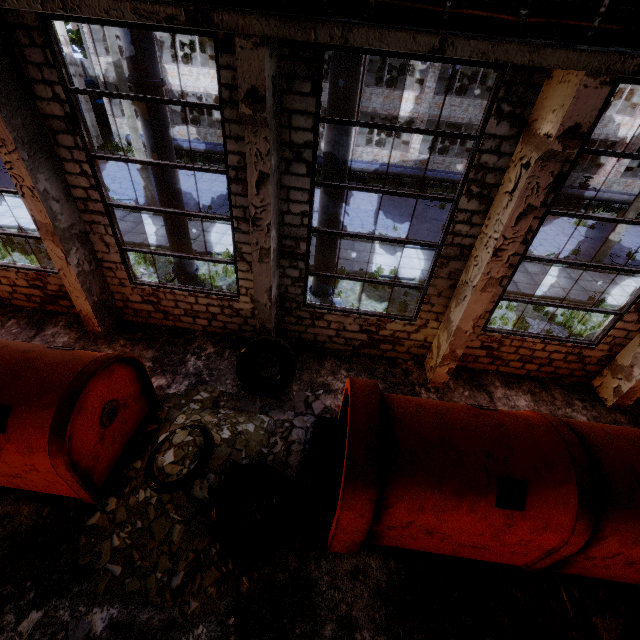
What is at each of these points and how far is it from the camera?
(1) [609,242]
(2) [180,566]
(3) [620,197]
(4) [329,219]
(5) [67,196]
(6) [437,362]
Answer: (1) lamp post, 14.8 meters
(2) concrete debris, 5.0 meters
(3) pipe, 21.4 meters
(4) pipe, 7.6 meters
(5) column beam, 6.8 meters
(6) column beam, 7.9 meters

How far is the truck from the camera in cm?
2516

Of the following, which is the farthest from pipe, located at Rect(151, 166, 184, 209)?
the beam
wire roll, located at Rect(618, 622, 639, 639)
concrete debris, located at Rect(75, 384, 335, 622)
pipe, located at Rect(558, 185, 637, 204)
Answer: pipe, located at Rect(558, 185, 637, 204)

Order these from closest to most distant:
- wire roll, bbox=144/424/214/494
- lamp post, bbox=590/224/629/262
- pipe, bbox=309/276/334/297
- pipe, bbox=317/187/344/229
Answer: wire roll, bbox=144/424/214/494 < pipe, bbox=317/187/344/229 < pipe, bbox=309/276/334/297 < lamp post, bbox=590/224/629/262

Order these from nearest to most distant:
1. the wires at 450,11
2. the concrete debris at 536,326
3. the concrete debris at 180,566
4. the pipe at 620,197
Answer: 1. the wires at 450,11
2. the concrete debris at 180,566
3. the concrete debris at 536,326
4. the pipe at 620,197

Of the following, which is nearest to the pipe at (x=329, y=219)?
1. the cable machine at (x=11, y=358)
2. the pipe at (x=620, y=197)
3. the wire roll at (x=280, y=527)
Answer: the cable machine at (x=11, y=358)

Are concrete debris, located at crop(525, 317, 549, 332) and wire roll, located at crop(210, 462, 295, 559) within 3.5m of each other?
no

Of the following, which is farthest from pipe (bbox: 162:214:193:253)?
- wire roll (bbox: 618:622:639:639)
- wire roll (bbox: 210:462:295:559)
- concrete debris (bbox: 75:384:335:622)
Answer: wire roll (bbox: 618:622:639:639)
